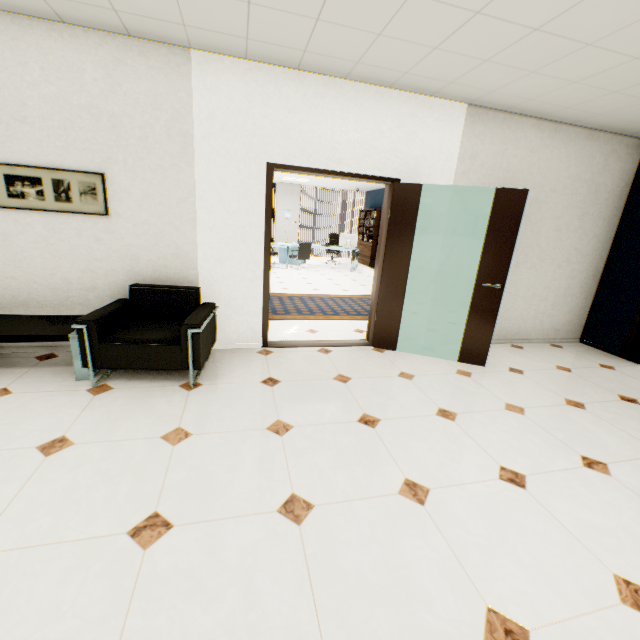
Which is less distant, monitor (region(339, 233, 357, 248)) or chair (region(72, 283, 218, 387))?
chair (region(72, 283, 218, 387))

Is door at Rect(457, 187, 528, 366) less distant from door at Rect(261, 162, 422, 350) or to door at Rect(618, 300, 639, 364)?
door at Rect(261, 162, 422, 350)

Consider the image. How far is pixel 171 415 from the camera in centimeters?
255cm

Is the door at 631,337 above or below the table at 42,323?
below

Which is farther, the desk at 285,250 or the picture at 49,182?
the desk at 285,250

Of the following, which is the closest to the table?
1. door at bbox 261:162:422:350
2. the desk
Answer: door at bbox 261:162:422:350

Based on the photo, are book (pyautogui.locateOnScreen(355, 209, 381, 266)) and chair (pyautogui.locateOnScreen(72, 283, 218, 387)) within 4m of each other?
no

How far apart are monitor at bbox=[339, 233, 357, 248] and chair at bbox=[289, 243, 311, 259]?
1.1m
